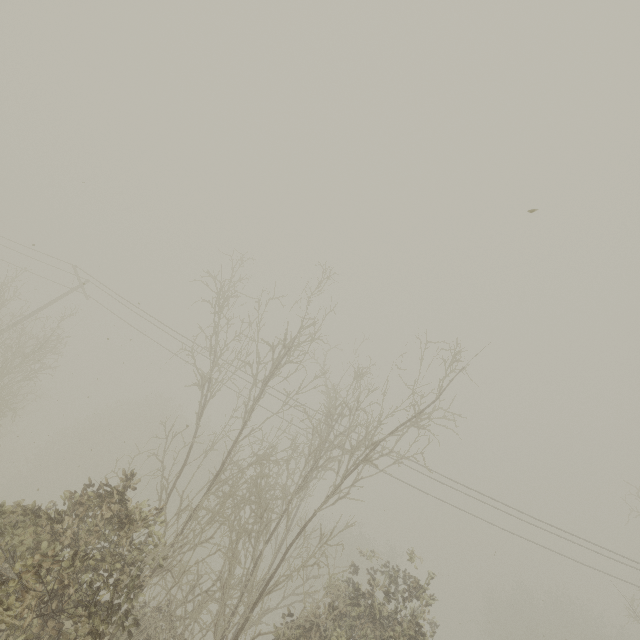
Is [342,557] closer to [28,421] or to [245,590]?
[245,590]
